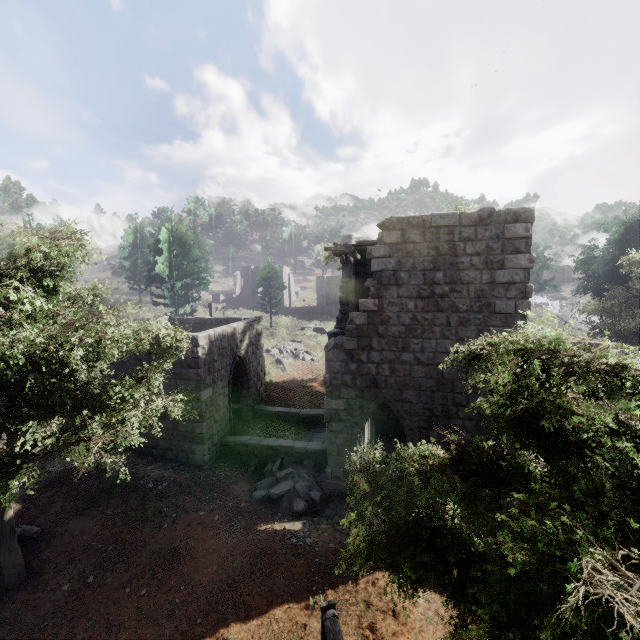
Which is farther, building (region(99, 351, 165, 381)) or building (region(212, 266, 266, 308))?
building (region(212, 266, 266, 308))

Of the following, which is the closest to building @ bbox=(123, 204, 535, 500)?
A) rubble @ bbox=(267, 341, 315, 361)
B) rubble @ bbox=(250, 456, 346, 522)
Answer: rubble @ bbox=(250, 456, 346, 522)

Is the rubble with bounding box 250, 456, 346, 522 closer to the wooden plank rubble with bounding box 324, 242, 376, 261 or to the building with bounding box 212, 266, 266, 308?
the wooden plank rubble with bounding box 324, 242, 376, 261

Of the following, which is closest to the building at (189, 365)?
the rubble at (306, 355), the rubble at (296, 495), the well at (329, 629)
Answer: the rubble at (296, 495)

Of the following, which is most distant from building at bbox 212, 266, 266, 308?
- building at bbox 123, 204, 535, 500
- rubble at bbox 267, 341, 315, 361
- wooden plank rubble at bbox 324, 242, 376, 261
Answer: wooden plank rubble at bbox 324, 242, 376, 261

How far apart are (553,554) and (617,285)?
22.0 meters

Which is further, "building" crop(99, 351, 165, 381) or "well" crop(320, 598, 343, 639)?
"building" crop(99, 351, 165, 381)

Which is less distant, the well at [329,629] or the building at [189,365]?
the well at [329,629]
